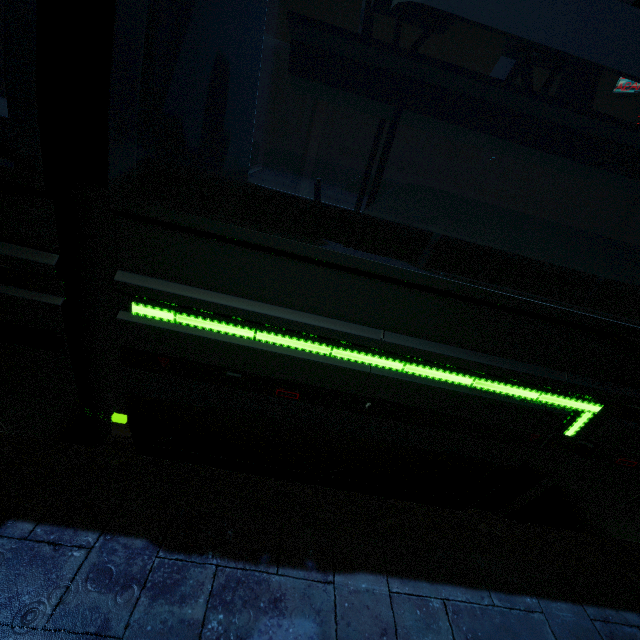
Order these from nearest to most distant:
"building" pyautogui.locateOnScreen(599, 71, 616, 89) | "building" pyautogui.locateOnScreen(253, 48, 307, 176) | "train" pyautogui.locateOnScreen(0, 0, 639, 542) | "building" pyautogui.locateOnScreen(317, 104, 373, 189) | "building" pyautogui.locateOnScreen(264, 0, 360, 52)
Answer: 1. "train" pyautogui.locateOnScreen(0, 0, 639, 542)
2. "building" pyautogui.locateOnScreen(264, 0, 360, 52)
3. "building" pyautogui.locateOnScreen(253, 48, 307, 176)
4. "building" pyautogui.locateOnScreen(599, 71, 616, 89)
5. "building" pyautogui.locateOnScreen(317, 104, 373, 189)

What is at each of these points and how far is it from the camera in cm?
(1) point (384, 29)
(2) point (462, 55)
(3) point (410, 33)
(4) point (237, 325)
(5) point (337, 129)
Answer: (1) building, 2027
(2) building, 2081
(3) building, 2034
(4) train, 199
(5) building, 2261

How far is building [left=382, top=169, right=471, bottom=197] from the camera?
23.75m

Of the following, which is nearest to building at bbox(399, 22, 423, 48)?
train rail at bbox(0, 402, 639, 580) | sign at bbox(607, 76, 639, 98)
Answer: train rail at bbox(0, 402, 639, 580)

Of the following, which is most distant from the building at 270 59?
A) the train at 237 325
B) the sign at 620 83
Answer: the train at 237 325

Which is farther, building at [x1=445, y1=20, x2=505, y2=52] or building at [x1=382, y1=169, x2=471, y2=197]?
building at [x1=382, y1=169, x2=471, y2=197]

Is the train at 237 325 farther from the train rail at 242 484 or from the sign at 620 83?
the sign at 620 83
